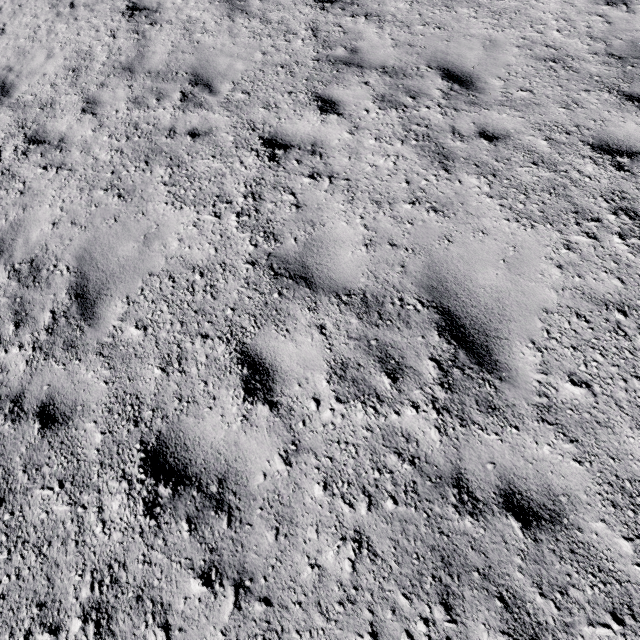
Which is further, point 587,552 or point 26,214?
point 26,214
